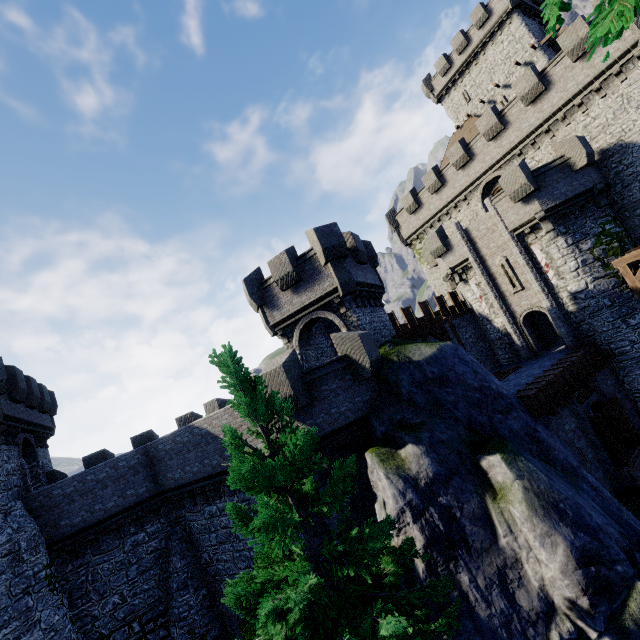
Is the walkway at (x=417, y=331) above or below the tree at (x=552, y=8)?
below

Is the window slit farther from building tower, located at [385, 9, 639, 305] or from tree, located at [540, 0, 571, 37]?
tree, located at [540, 0, 571, 37]

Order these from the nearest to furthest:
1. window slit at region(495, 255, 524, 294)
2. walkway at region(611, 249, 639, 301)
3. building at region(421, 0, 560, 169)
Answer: walkway at region(611, 249, 639, 301)
window slit at region(495, 255, 524, 294)
building at region(421, 0, 560, 169)

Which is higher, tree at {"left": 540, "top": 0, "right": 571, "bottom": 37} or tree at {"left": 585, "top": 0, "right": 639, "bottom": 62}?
tree at {"left": 540, "top": 0, "right": 571, "bottom": 37}

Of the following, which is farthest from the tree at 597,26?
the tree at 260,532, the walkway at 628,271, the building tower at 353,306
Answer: the walkway at 628,271

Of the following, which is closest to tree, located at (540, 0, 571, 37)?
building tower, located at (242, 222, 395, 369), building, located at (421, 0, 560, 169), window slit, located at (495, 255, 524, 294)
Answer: building tower, located at (242, 222, 395, 369)

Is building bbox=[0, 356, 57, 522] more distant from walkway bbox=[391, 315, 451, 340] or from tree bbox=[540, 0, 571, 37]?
tree bbox=[540, 0, 571, 37]

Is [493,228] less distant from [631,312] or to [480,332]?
[480,332]
